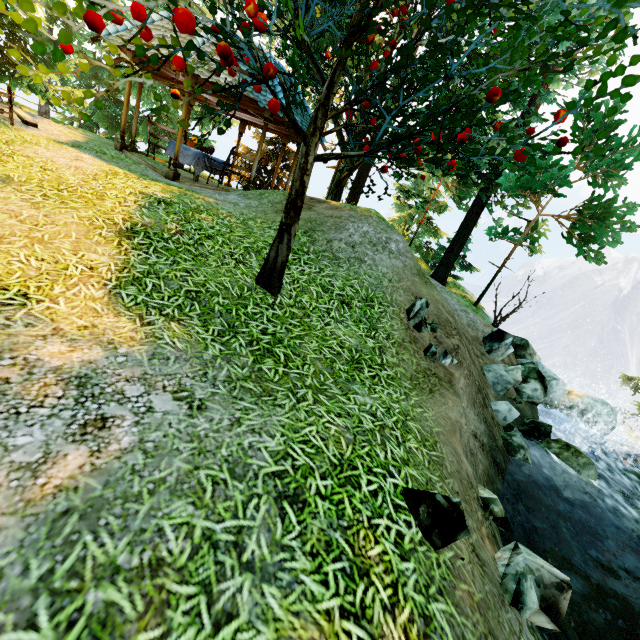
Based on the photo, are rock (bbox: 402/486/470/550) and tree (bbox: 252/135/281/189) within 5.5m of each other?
no

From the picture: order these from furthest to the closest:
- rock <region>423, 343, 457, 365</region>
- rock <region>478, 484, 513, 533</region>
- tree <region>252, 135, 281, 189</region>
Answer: tree <region>252, 135, 281, 189</region>
rock <region>423, 343, 457, 365</region>
rock <region>478, 484, 513, 533</region>

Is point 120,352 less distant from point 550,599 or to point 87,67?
point 87,67

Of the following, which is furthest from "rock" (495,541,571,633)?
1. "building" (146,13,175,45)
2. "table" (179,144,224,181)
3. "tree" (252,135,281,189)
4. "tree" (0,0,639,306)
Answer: "tree" (252,135,281,189)

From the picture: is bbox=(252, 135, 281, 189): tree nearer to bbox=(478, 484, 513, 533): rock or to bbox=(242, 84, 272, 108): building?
bbox=(242, 84, 272, 108): building

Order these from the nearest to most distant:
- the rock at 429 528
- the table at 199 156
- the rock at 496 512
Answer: the rock at 429 528 < the rock at 496 512 < the table at 199 156

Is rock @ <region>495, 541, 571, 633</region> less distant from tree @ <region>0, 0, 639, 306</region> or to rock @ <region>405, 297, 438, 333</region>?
rock @ <region>405, 297, 438, 333</region>

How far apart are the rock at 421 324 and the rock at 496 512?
2.6 meters
